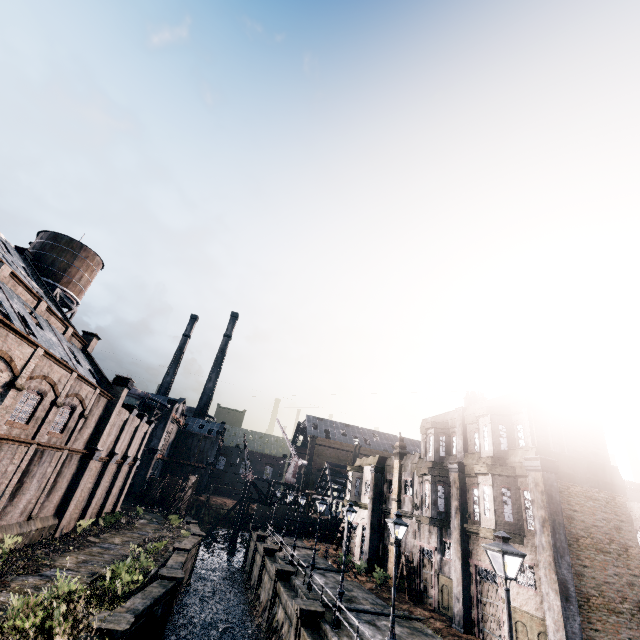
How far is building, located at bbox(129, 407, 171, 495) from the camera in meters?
53.9 m

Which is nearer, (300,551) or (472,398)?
(472,398)

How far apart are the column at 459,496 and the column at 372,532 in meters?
12.1

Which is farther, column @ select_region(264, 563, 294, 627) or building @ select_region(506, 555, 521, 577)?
column @ select_region(264, 563, 294, 627)

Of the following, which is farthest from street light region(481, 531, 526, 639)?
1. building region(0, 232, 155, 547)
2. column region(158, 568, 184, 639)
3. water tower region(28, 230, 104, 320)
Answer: water tower region(28, 230, 104, 320)

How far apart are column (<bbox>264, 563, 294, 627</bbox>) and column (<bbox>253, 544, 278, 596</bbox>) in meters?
7.2

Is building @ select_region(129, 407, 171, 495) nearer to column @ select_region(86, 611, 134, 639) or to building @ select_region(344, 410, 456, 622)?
column @ select_region(86, 611, 134, 639)

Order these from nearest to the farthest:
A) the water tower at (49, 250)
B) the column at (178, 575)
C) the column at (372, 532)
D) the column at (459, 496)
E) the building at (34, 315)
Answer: the building at (34, 315) < the column at (178, 575) < the column at (459, 496) < the column at (372, 532) < the water tower at (49, 250)
